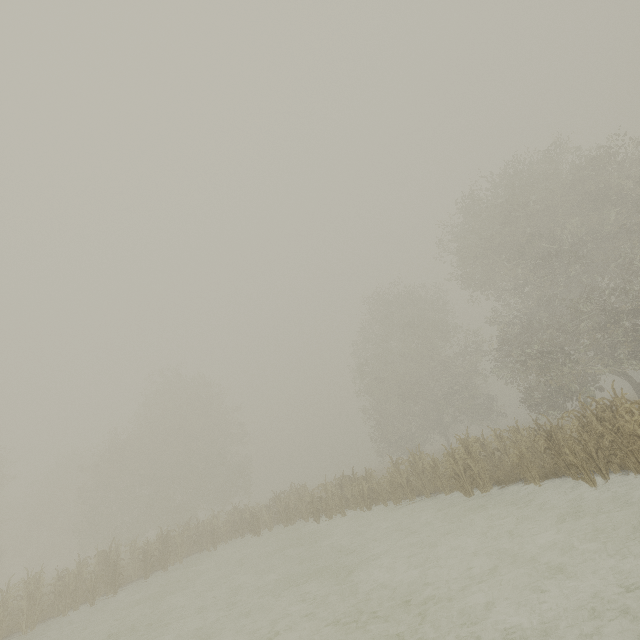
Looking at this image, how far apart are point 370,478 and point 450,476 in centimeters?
548cm
